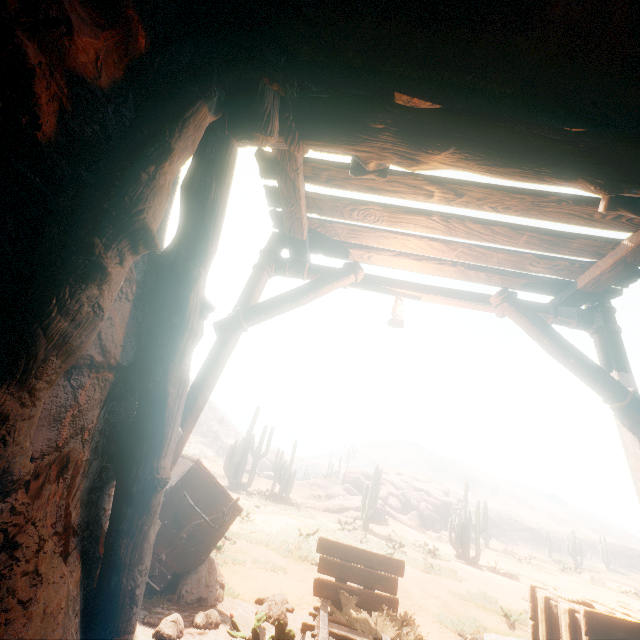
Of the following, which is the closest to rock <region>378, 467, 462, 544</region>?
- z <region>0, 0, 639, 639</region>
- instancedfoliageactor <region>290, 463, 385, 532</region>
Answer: instancedfoliageactor <region>290, 463, 385, 532</region>

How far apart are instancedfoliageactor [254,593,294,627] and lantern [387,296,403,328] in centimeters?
380cm

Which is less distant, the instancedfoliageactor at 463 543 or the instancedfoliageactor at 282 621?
the instancedfoliageactor at 282 621

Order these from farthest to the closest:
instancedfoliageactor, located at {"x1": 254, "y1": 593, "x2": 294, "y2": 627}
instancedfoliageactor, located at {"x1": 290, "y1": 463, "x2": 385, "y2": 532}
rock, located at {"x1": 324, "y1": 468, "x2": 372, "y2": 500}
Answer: rock, located at {"x1": 324, "y1": 468, "x2": 372, "y2": 500}
instancedfoliageactor, located at {"x1": 290, "y1": 463, "x2": 385, "y2": 532}
instancedfoliageactor, located at {"x1": 254, "y1": 593, "x2": 294, "y2": 627}

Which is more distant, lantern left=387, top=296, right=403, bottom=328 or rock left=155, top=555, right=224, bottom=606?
lantern left=387, top=296, right=403, bottom=328

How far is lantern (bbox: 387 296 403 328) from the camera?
4.3 meters

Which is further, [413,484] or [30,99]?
[413,484]

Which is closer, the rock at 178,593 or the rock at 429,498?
the rock at 178,593
